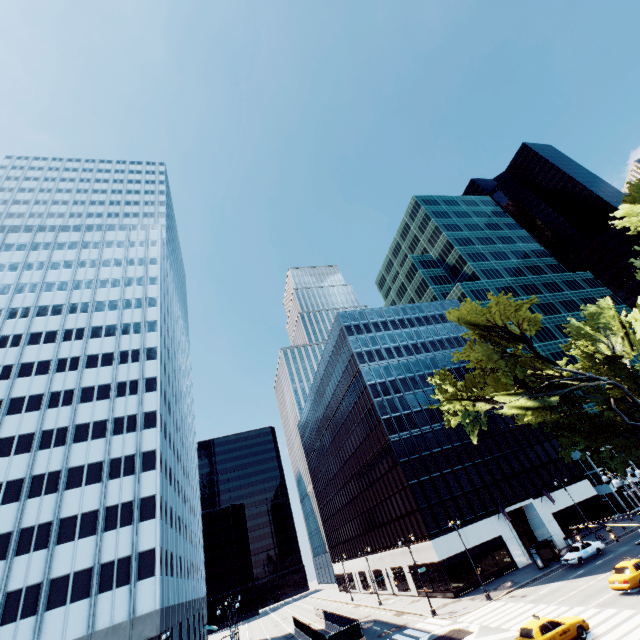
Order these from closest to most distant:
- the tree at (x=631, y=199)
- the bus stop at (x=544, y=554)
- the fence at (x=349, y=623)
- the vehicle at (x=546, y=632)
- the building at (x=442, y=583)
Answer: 1. the vehicle at (x=546, y=632)
2. the tree at (x=631, y=199)
3. the fence at (x=349, y=623)
4. the bus stop at (x=544, y=554)
5. the building at (x=442, y=583)

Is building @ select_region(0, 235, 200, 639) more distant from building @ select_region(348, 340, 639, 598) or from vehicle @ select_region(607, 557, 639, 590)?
vehicle @ select_region(607, 557, 639, 590)

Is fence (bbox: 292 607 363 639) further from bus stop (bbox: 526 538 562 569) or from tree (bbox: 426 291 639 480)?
tree (bbox: 426 291 639 480)

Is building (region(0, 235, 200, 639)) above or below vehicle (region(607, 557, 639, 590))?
above

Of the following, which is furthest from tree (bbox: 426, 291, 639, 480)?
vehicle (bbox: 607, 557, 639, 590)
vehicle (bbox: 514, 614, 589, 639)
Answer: vehicle (bbox: 514, 614, 589, 639)

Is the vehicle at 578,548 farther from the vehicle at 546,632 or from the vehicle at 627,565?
the vehicle at 546,632

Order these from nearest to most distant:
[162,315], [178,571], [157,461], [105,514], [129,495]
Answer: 1. [105,514]
2. [129,495]
3. [157,461]
4. [178,571]
5. [162,315]

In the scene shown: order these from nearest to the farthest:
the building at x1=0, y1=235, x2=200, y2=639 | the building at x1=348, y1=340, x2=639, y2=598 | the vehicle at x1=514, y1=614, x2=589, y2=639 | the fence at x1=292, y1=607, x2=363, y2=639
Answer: the vehicle at x1=514, y1=614, x2=589, y2=639 < the building at x1=0, y1=235, x2=200, y2=639 < the fence at x1=292, y1=607, x2=363, y2=639 < the building at x1=348, y1=340, x2=639, y2=598
